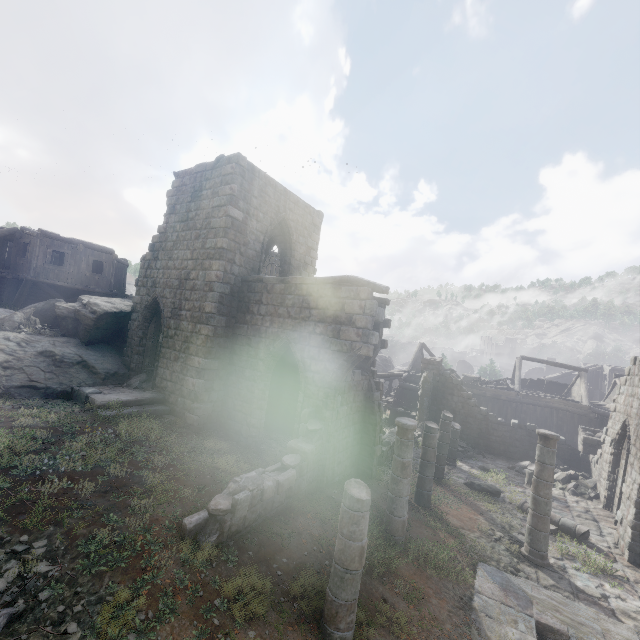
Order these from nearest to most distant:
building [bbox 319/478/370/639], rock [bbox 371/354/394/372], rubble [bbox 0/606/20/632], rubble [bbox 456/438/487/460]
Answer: rubble [bbox 0/606/20/632] < building [bbox 319/478/370/639] < rubble [bbox 456/438/487/460] < rock [bbox 371/354/394/372]

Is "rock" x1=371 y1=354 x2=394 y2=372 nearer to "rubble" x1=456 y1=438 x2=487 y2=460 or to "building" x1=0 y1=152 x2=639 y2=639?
"building" x1=0 y1=152 x2=639 y2=639

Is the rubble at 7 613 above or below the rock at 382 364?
below

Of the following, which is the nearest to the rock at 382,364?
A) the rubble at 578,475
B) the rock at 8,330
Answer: the rock at 8,330

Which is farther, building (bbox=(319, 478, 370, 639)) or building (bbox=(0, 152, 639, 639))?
building (bbox=(0, 152, 639, 639))

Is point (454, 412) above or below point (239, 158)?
below

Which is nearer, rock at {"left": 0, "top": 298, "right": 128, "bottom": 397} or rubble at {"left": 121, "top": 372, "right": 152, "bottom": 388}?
rock at {"left": 0, "top": 298, "right": 128, "bottom": 397}

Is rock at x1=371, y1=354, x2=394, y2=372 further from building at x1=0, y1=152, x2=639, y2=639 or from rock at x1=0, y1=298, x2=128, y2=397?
rock at x1=0, y1=298, x2=128, y2=397
